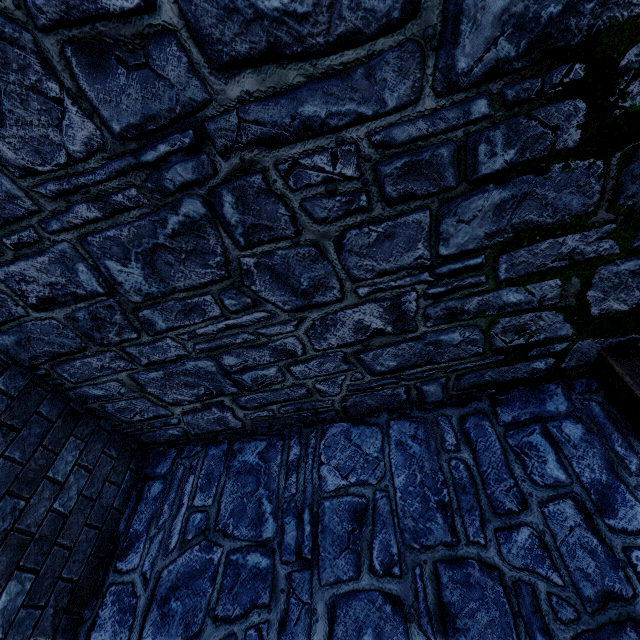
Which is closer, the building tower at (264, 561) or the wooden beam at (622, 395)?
the building tower at (264, 561)

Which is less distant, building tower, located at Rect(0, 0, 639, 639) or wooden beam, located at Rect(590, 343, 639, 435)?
building tower, located at Rect(0, 0, 639, 639)

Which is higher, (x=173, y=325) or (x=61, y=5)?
(x=61, y=5)
